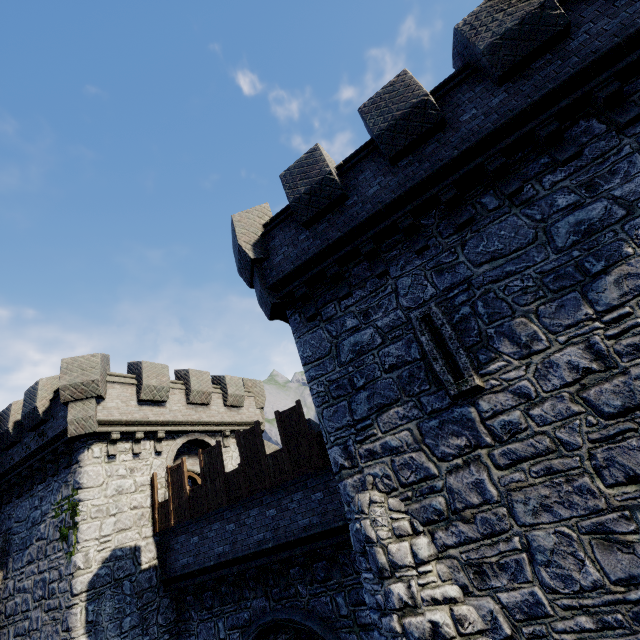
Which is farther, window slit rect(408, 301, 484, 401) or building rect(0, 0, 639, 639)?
window slit rect(408, 301, 484, 401)

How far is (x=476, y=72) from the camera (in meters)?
7.00

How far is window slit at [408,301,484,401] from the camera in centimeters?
581cm

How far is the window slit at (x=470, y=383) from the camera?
5.8m

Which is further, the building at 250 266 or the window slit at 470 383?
the window slit at 470 383
